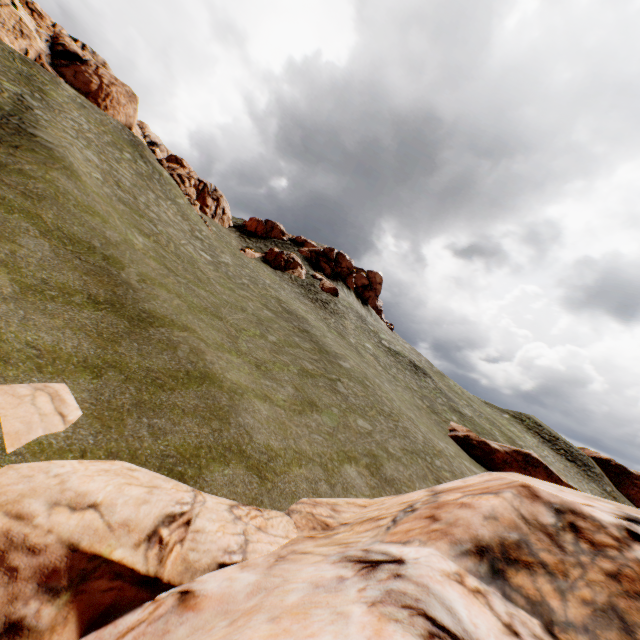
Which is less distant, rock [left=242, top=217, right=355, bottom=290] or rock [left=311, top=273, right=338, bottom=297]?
rock [left=311, top=273, right=338, bottom=297]

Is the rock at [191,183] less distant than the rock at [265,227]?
Yes

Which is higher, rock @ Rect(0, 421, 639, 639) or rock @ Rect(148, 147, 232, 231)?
rock @ Rect(148, 147, 232, 231)

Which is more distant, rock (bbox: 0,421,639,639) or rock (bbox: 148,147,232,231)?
rock (bbox: 148,147,232,231)

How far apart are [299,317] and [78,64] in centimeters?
4263cm

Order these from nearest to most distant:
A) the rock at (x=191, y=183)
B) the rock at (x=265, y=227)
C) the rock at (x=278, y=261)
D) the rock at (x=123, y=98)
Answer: the rock at (x=123, y=98)
the rock at (x=191, y=183)
the rock at (x=278, y=261)
the rock at (x=265, y=227)

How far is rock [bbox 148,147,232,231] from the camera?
39.4m
